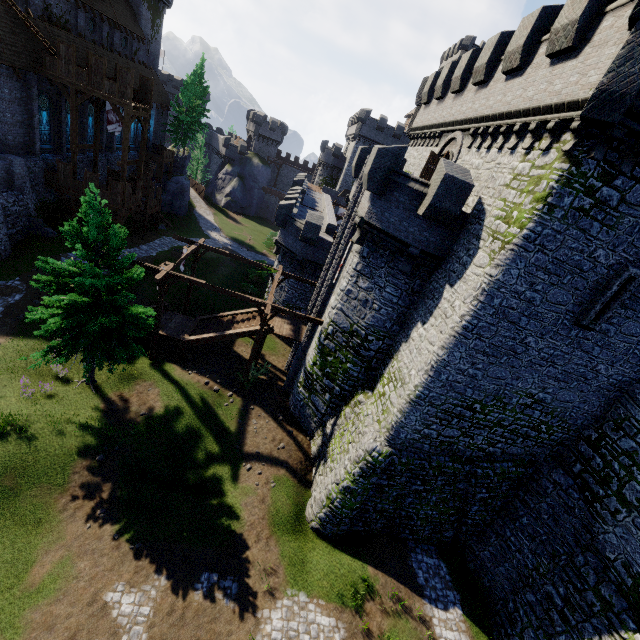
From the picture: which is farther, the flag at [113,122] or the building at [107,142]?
the building at [107,142]

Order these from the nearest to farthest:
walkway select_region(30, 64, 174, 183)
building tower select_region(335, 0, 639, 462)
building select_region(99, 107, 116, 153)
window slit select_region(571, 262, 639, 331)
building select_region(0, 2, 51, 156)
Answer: building tower select_region(335, 0, 639, 462), window slit select_region(571, 262, 639, 331), building select_region(0, 2, 51, 156), walkway select_region(30, 64, 174, 183), building select_region(99, 107, 116, 153)

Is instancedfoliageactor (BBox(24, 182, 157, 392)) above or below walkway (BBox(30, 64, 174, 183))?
below

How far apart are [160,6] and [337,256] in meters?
47.2

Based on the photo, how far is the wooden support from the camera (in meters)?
17.50

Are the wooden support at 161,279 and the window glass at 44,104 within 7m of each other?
no

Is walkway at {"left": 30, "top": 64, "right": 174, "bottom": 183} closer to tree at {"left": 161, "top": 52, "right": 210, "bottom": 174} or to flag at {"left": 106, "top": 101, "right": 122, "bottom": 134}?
flag at {"left": 106, "top": 101, "right": 122, "bottom": 134}

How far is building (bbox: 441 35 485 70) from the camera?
50.69m
